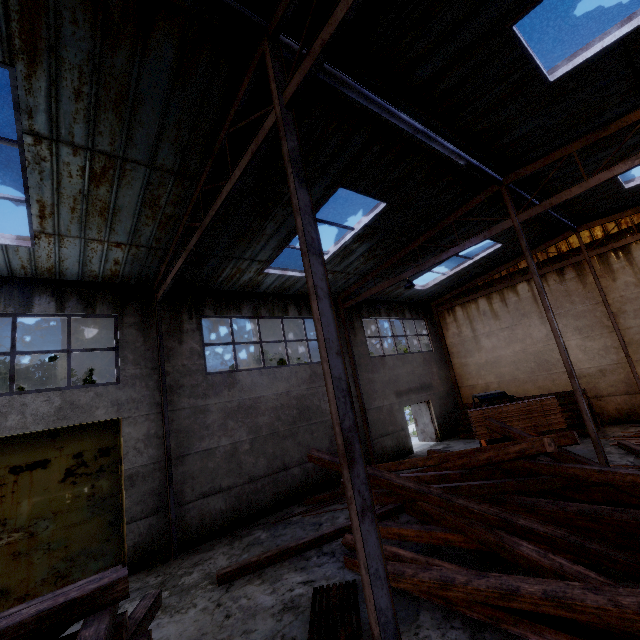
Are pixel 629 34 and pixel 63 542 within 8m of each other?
no

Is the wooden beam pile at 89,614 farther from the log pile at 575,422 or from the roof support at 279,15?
the log pile at 575,422

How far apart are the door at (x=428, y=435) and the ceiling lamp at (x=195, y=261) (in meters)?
14.52

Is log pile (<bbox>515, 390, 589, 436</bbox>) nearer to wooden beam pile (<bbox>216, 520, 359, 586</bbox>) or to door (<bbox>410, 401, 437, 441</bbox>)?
door (<bbox>410, 401, 437, 441</bbox>)

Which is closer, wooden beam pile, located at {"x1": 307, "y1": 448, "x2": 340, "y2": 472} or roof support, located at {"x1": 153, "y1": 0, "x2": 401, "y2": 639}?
roof support, located at {"x1": 153, "y1": 0, "x2": 401, "y2": 639}

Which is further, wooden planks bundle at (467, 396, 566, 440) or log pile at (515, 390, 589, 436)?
log pile at (515, 390, 589, 436)

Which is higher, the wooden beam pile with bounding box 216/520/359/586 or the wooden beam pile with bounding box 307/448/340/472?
the wooden beam pile with bounding box 307/448/340/472

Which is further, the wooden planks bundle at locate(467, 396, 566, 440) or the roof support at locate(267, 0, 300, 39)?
the wooden planks bundle at locate(467, 396, 566, 440)
